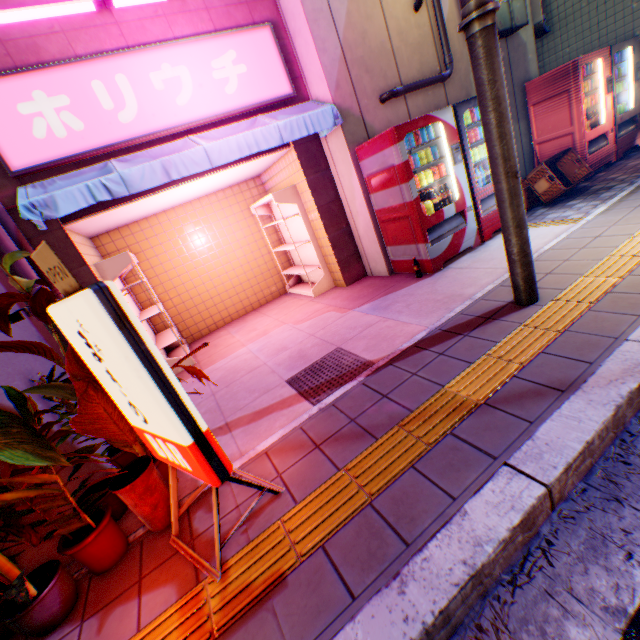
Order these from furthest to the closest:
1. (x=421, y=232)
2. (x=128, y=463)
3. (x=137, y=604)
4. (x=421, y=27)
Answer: (x=421, y=27)
(x=421, y=232)
(x=128, y=463)
(x=137, y=604)

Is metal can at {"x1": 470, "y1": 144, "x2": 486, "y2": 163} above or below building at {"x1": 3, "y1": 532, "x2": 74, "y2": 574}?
above

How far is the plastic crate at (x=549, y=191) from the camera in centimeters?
562cm

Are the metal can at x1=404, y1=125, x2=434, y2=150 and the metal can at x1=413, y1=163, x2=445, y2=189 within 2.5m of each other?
yes

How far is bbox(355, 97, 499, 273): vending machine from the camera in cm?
437

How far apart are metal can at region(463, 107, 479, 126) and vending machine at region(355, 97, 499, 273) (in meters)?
0.02

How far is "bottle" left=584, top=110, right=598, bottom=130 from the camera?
6.2m

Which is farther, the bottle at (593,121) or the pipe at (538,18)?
the pipe at (538,18)
